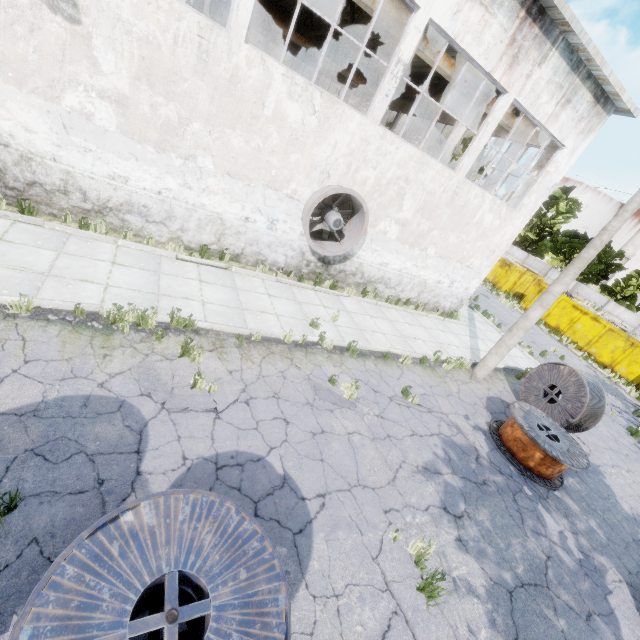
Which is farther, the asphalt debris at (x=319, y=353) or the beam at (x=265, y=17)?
the beam at (x=265, y=17)

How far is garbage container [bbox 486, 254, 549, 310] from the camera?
26.3m

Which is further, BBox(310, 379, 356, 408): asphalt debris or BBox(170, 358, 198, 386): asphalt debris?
BBox(310, 379, 356, 408): asphalt debris

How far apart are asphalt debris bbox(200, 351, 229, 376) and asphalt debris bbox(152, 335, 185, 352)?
0.15m

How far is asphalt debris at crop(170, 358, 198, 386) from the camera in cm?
564

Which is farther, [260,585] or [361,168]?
[361,168]

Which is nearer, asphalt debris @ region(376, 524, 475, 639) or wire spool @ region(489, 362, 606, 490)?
asphalt debris @ region(376, 524, 475, 639)

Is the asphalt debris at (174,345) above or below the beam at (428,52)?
below
